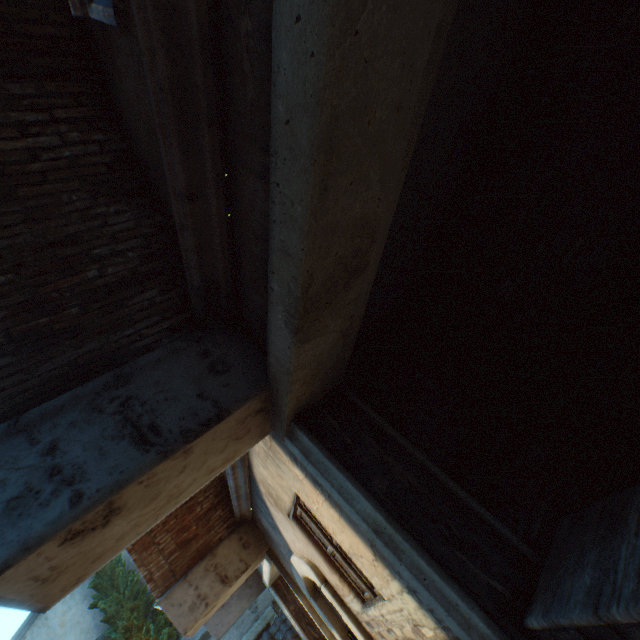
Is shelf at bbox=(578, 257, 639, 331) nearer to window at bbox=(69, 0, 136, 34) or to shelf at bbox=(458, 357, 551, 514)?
shelf at bbox=(458, 357, 551, 514)

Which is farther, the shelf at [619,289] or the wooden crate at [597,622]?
the shelf at [619,289]

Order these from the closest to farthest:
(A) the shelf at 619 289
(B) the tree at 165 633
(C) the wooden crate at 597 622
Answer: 1. (C) the wooden crate at 597 622
2. (A) the shelf at 619 289
3. (B) the tree at 165 633

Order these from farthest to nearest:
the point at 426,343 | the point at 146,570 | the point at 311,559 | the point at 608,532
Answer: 1. the point at 146,570
2. the point at 311,559
3. the point at 426,343
4. the point at 608,532

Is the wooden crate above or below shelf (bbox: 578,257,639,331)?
below

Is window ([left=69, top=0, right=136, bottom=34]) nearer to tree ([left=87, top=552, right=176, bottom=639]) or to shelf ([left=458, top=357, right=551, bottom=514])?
shelf ([left=458, top=357, right=551, bottom=514])

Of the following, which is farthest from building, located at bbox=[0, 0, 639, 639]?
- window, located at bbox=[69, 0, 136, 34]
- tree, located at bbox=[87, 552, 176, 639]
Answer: tree, located at bbox=[87, 552, 176, 639]

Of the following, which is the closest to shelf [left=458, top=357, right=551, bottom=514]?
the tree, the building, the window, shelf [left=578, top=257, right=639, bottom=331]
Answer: the building
